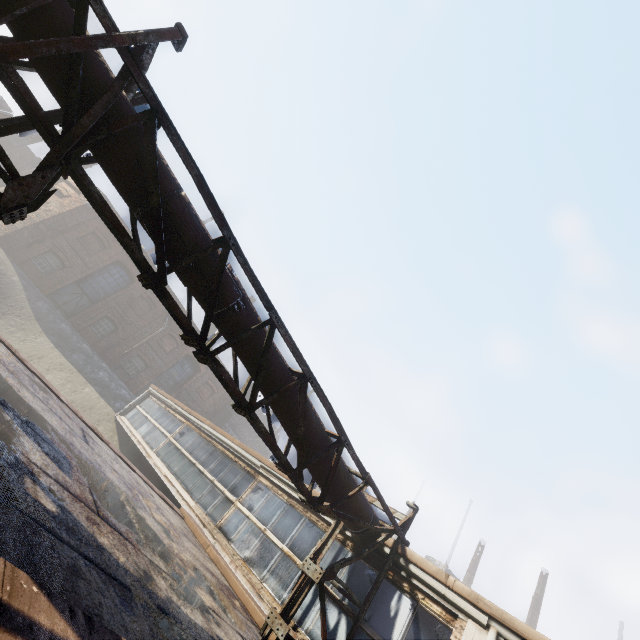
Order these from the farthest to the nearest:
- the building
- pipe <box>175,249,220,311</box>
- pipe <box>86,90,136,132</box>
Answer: the building
pipe <box>175,249,220,311</box>
pipe <box>86,90,136,132</box>

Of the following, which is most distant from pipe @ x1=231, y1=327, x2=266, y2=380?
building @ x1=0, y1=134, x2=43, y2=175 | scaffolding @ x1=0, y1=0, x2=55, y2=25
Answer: building @ x1=0, y1=134, x2=43, y2=175

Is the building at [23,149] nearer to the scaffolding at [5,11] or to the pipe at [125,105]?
the scaffolding at [5,11]

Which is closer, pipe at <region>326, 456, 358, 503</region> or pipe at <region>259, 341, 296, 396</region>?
pipe at <region>259, 341, 296, 396</region>

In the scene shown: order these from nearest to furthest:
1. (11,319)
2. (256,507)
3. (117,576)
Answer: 1. (117,576)
2. (256,507)
3. (11,319)

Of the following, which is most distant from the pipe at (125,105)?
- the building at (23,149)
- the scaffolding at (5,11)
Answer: the building at (23,149)
